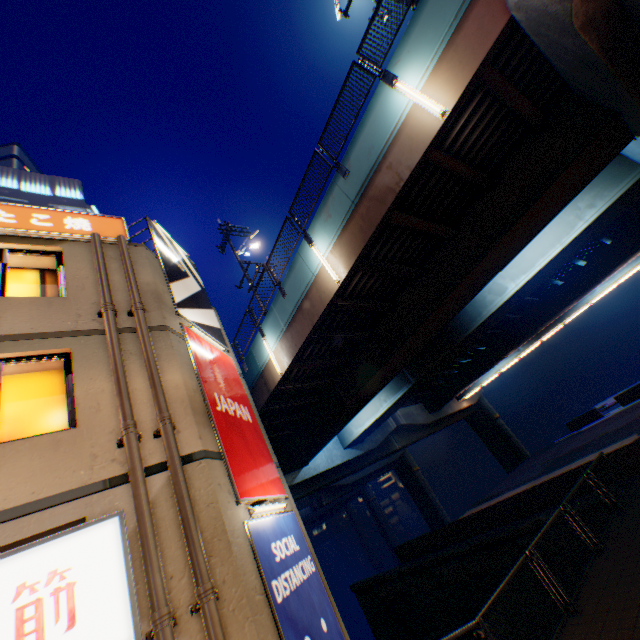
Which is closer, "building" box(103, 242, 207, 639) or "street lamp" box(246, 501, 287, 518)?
"building" box(103, 242, 207, 639)

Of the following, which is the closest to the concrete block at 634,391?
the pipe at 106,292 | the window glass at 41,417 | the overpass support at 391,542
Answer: the pipe at 106,292

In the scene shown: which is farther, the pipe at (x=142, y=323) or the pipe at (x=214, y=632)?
the pipe at (x=142, y=323)

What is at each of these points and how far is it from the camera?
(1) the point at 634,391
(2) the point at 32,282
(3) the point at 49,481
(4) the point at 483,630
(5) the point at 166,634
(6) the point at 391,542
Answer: (1) concrete block, 27.2 meters
(2) window glass, 7.1 meters
(3) building, 4.5 meters
(4) metal fence, 5.5 meters
(5) pipe, 3.8 meters
(6) overpass support, 56.8 meters

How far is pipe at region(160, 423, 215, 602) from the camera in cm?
423

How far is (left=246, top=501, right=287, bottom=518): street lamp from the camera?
6.04m

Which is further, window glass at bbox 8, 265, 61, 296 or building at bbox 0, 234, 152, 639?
window glass at bbox 8, 265, 61, 296

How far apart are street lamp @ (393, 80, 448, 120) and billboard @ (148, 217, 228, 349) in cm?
761
